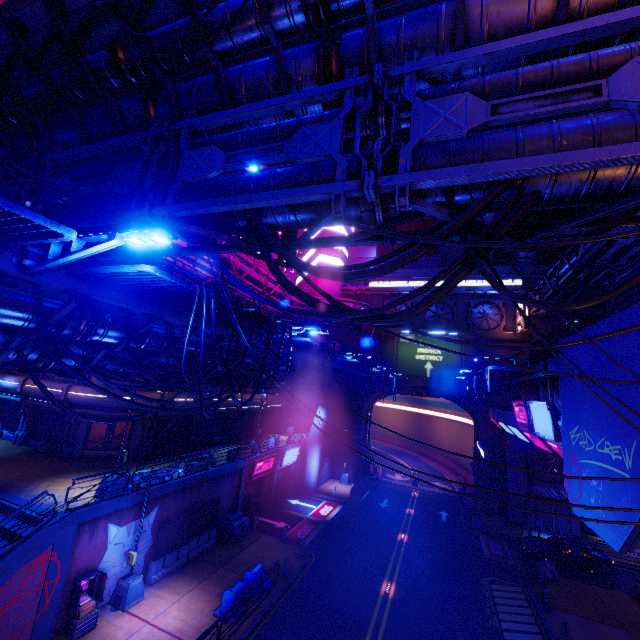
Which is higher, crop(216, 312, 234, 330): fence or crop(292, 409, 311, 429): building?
crop(216, 312, 234, 330): fence

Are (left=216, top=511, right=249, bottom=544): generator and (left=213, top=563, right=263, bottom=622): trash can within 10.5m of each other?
yes

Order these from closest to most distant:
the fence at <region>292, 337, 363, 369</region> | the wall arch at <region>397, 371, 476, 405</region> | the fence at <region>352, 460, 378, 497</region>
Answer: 1. the fence at <region>292, 337, 363, 369</region>
2. the fence at <region>352, 460, 378, 497</region>
3. the wall arch at <region>397, 371, 476, 405</region>

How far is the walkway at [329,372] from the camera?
17.9 meters

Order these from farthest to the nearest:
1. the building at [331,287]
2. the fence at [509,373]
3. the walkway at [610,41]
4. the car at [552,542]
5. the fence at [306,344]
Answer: the building at [331,287] → the car at [552,542] → the fence at [509,373] → the fence at [306,344] → the walkway at [610,41]

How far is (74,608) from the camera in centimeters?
1262cm

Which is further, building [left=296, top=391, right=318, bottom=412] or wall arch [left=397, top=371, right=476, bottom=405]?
building [left=296, top=391, right=318, bottom=412]

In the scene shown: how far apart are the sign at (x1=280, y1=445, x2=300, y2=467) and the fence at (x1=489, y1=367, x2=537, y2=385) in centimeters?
1798cm
